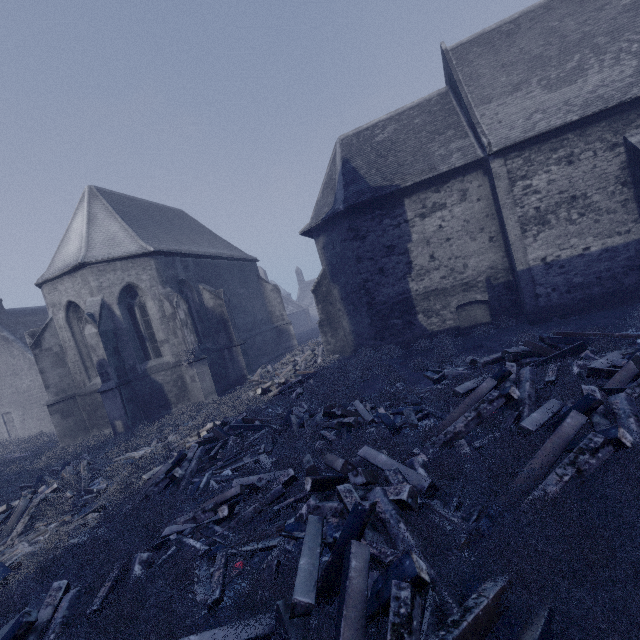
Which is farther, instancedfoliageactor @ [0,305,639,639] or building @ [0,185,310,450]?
building @ [0,185,310,450]

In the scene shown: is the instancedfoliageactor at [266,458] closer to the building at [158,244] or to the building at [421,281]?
the building at [158,244]

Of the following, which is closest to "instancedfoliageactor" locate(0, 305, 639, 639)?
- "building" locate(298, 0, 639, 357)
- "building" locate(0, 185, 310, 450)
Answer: "building" locate(0, 185, 310, 450)

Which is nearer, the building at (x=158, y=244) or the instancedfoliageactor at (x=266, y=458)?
the instancedfoliageactor at (x=266, y=458)

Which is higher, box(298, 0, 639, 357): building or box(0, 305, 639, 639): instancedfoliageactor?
box(298, 0, 639, 357): building

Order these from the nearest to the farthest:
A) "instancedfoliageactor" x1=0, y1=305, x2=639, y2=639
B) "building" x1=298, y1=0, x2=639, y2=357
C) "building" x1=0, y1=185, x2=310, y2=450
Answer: "instancedfoliageactor" x1=0, y1=305, x2=639, y2=639 < "building" x1=298, y1=0, x2=639, y2=357 < "building" x1=0, y1=185, x2=310, y2=450

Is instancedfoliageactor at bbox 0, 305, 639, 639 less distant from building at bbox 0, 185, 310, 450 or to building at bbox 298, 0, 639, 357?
building at bbox 0, 185, 310, 450

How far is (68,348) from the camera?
14.31m
